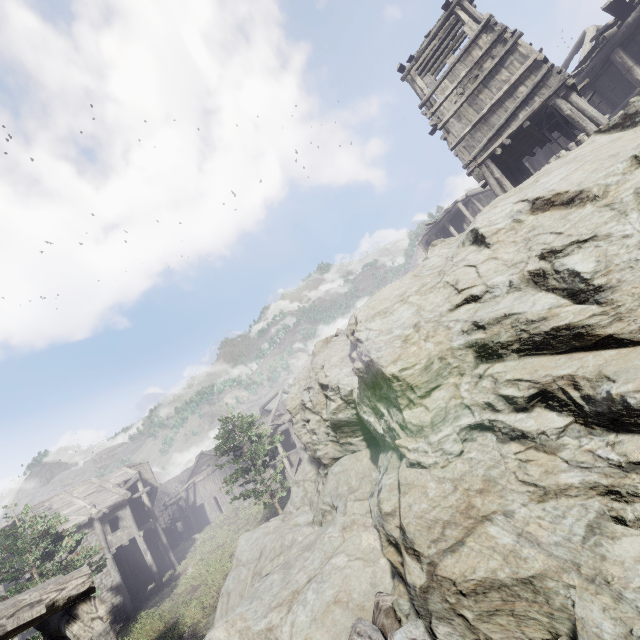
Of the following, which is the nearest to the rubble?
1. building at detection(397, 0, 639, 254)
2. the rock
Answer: the rock

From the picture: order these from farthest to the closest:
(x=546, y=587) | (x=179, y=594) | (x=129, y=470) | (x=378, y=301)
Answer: (x=129, y=470), (x=179, y=594), (x=378, y=301), (x=546, y=587)

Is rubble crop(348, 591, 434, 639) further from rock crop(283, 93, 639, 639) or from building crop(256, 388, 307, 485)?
building crop(256, 388, 307, 485)

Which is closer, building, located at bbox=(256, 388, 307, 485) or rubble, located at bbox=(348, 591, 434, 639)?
rubble, located at bbox=(348, 591, 434, 639)

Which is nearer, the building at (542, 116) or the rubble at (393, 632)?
the rubble at (393, 632)

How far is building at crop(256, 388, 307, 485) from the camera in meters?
28.5

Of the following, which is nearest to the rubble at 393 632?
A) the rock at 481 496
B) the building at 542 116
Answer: the rock at 481 496
